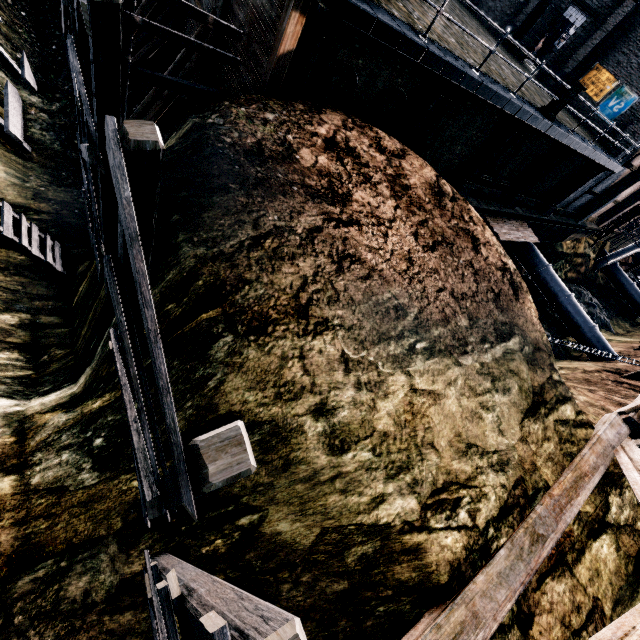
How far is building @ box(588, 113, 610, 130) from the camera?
21.9 meters

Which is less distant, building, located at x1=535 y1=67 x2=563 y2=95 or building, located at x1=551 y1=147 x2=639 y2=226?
building, located at x1=535 y1=67 x2=563 y2=95

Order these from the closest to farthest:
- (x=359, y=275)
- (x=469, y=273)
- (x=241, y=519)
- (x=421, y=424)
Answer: (x=241, y=519) → (x=421, y=424) → (x=359, y=275) → (x=469, y=273)

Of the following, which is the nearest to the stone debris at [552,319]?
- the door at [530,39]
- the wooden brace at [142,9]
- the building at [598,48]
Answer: the building at [598,48]

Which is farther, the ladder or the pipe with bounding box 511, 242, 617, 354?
the pipe with bounding box 511, 242, 617, 354

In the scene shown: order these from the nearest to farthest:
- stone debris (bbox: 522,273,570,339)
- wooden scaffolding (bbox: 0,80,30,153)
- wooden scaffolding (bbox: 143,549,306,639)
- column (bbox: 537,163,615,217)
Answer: wooden scaffolding (bbox: 143,549,306,639)
wooden scaffolding (bbox: 0,80,30,153)
column (bbox: 537,163,615,217)
stone debris (bbox: 522,273,570,339)

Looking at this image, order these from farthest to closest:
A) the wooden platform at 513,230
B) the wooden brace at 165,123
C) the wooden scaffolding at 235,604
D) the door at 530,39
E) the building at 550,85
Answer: the building at 550,85
the door at 530,39
the wooden platform at 513,230
the wooden brace at 165,123
the wooden scaffolding at 235,604

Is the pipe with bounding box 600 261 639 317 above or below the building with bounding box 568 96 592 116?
below
